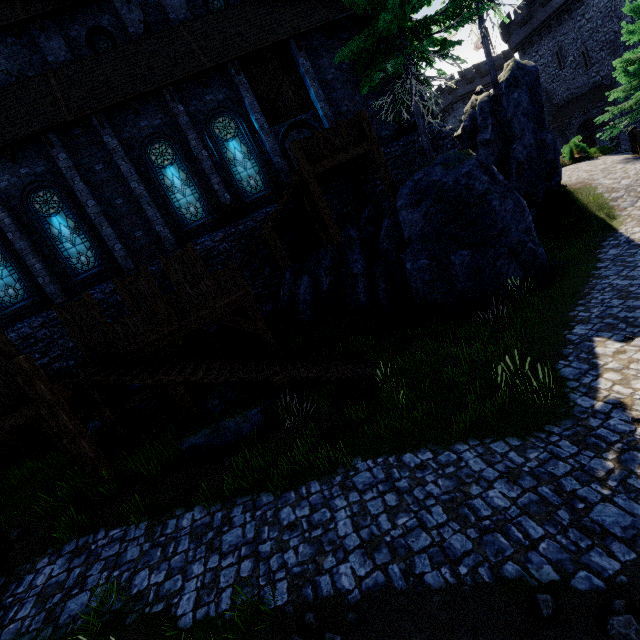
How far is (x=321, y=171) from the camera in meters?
12.2

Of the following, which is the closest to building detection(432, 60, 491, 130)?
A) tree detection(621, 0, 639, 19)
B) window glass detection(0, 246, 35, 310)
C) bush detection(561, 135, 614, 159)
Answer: bush detection(561, 135, 614, 159)

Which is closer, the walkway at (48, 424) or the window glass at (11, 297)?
the walkway at (48, 424)

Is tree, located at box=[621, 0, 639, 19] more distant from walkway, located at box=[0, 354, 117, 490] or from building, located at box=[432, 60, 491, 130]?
walkway, located at box=[0, 354, 117, 490]

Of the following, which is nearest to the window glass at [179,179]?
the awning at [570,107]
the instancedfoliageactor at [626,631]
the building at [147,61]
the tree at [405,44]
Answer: the building at [147,61]

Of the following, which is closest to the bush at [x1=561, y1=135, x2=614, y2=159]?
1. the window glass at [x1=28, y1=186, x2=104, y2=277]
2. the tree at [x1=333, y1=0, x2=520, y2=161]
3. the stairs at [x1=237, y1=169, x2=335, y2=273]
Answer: the tree at [x1=333, y1=0, x2=520, y2=161]

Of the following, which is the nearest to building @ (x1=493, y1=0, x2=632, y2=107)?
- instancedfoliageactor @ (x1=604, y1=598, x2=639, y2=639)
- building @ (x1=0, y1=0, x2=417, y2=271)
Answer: building @ (x1=0, y1=0, x2=417, y2=271)

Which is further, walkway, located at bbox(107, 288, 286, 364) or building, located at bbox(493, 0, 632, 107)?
building, located at bbox(493, 0, 632, 107)
